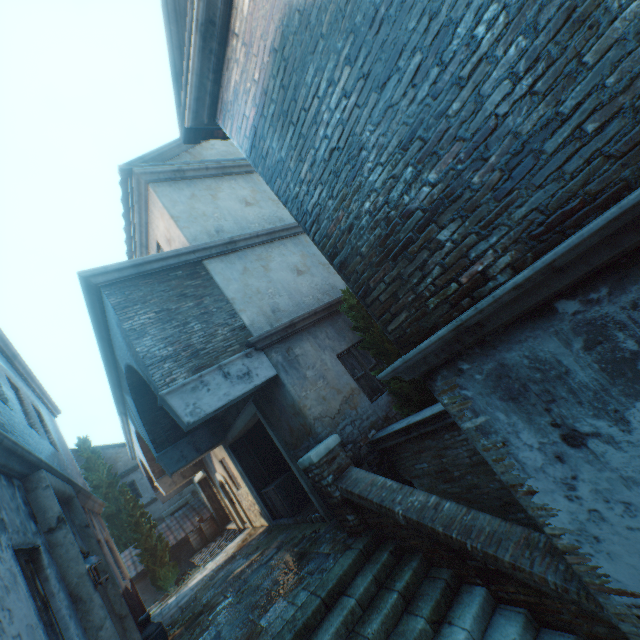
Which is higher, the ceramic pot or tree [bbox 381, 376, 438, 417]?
tree [bbox 381, 376, 438, 417]

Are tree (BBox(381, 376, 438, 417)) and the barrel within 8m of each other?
no

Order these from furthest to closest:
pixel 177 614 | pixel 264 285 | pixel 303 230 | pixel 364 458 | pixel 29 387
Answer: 1. pixel 29 387
2. pixel 177 614
3. pixel 264 285
4. pixel 364 458
5. pixel 303 230

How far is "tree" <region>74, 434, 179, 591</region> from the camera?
15.7m

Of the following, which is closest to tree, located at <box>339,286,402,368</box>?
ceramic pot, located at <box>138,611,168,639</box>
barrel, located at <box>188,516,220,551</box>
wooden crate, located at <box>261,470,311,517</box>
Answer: wooden crate, located at <box>261,470,311,517</box>

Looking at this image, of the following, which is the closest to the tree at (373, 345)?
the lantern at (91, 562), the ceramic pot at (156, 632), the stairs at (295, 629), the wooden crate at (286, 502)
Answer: the stairs at (295, 629)

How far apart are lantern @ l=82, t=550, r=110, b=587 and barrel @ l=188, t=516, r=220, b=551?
15.0 meters

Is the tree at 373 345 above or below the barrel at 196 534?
above
